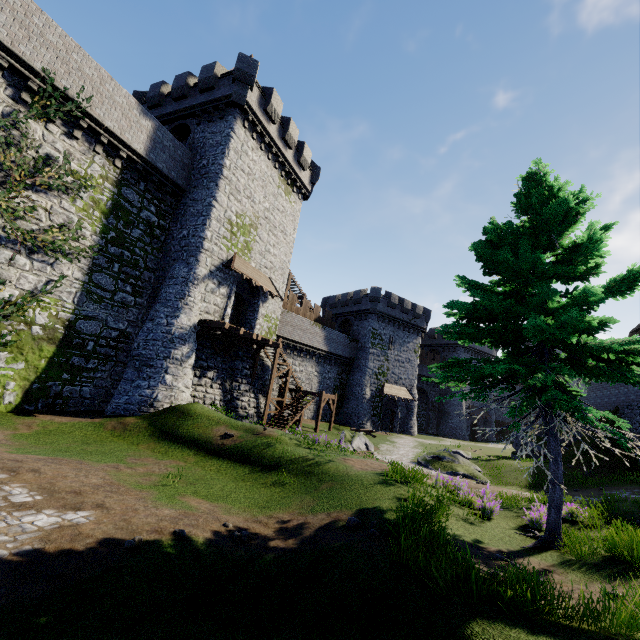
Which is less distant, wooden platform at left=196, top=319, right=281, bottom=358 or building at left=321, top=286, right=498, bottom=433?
wooden platform at left=196, top=319, right=281, bottom=358

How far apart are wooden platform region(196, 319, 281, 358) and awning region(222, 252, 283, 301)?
3.09m

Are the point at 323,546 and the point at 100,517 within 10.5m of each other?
yes

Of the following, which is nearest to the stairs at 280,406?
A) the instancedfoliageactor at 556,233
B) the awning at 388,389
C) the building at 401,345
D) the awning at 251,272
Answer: the awning at 251,272

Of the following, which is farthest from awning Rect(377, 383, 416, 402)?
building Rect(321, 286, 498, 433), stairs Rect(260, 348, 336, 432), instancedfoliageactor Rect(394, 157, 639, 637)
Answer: instancedfoliageactor Rect(394, 157, 639, 637)

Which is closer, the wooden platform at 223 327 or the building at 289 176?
the wooden platform at 223 327

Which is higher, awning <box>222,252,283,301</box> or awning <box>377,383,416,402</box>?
awning <box>222,252,283,301</box>

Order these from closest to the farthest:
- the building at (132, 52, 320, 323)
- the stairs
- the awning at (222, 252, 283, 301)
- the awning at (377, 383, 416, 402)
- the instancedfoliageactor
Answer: the instancedfoliageactor < the building at (132, 52, 320, 323) < the awning at (222, 252, 283, 301) < the stairs < the awning at (377, 383, 416, 402)
